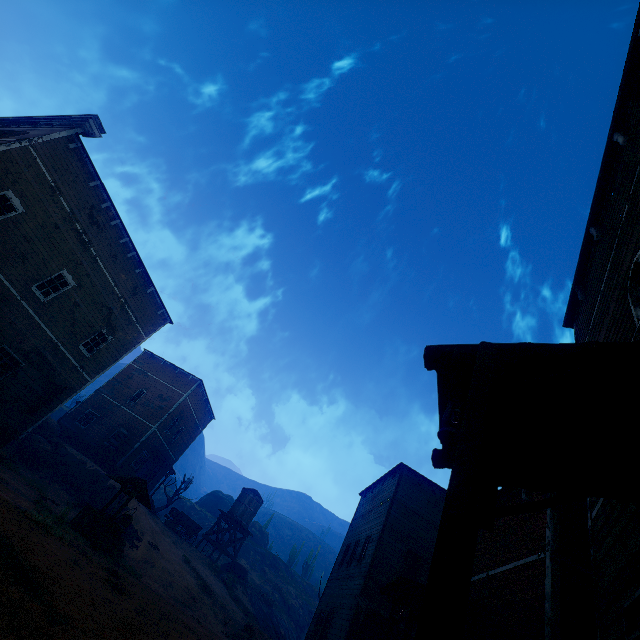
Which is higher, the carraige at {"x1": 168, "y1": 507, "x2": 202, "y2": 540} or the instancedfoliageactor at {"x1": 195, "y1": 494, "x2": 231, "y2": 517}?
the instancedfoliageactor at {"x1": 195, "y1": 494, "x2": 231, "y2": 517}

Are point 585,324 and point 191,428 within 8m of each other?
no

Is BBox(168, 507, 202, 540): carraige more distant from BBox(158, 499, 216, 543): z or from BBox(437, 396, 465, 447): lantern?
BBox(437, 396, 465, 447): lantern

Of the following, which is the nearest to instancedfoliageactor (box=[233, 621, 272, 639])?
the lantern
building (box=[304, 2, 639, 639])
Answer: building (box=[304, 2, 639, 639])

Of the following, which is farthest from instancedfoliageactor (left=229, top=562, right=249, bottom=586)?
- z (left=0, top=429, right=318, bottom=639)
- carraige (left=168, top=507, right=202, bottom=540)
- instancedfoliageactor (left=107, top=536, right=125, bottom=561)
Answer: instancedfoliageactor (left=107, top=536, right=125, bottom=561)

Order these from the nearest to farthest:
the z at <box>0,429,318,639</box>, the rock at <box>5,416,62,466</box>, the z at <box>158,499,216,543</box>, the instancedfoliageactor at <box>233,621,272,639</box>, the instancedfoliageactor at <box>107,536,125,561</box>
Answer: the z at <box>0,429,318,639</box> < the instancedfoliageactor at <box>107,536,125,561</box> < the instancedfoliageactor at <box>233,621,272,639</box> < the rock at <box>5,416,62,466</box> < the z at <box>158,499,216,543</box>

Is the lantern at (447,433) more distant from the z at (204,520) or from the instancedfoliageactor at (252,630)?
the instancedfoliageactor at (252,630)

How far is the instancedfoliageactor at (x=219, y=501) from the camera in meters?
57.4 m
